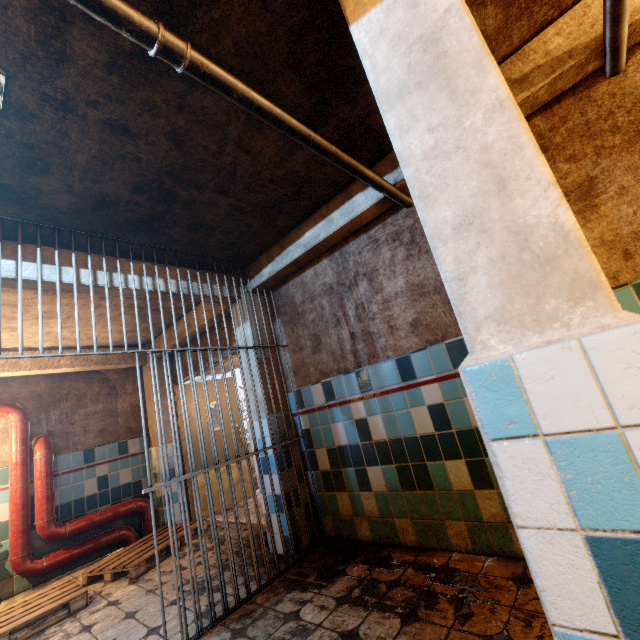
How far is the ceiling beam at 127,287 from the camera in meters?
2.8

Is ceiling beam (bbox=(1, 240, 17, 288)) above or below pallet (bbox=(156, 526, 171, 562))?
above

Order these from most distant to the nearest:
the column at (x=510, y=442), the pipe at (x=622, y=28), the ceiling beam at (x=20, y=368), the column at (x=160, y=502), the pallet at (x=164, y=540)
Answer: the column at (x=160, y=502)
the ceiling beam at (x=20, y=368)
the pallet at (x=164, y=540)
the pipe at (x=622, y=28)
the column at (x=510, y=442)

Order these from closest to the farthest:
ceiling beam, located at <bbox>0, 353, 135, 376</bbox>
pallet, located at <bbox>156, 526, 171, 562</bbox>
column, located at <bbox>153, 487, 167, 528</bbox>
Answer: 1. pallet, located at <bbox>156, 526, 171, 562</bbox>
2. ceiling beam, located at <bbox>0, 353, 135, 376</bbox>
3. column, located at <bbox>153, 487, 167, 528</bbox>

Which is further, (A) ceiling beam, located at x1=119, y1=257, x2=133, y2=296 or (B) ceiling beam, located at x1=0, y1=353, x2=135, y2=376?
(B) ceiling beam, located at x1=0, y1=353, x2=135, y2=376

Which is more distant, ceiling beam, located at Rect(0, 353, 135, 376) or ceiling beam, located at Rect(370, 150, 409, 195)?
ceiling beam, located at Rect(0, 353, 135, 376)

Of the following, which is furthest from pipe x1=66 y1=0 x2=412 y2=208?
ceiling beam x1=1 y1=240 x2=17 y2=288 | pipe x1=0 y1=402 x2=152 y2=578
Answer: pipe x1=0 y1=402 x2=152 y2=578

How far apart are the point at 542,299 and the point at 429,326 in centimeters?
190cm
